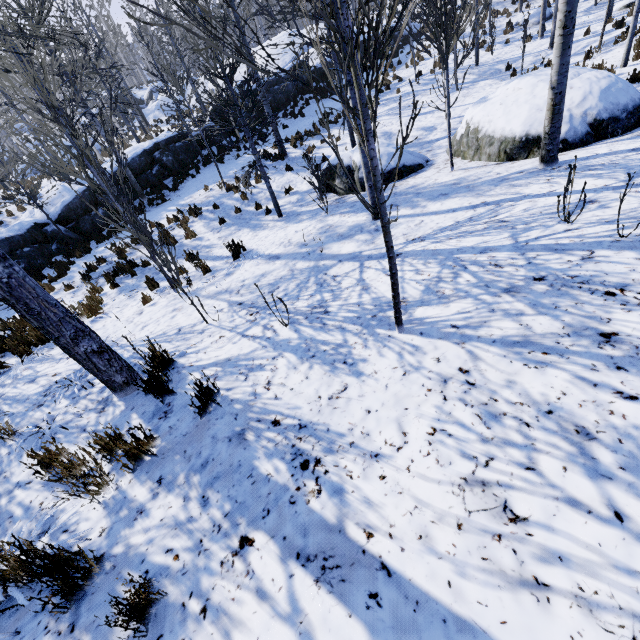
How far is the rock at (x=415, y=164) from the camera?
9.1 meters

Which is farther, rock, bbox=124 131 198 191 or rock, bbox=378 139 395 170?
rock, bbox=124 131 198 191

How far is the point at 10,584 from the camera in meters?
A: 2.1 m

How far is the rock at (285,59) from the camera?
21.41m

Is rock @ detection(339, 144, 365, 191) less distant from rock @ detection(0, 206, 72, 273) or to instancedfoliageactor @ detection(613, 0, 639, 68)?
instancedfoliageactor @ detection(613, 0, 639, 68)

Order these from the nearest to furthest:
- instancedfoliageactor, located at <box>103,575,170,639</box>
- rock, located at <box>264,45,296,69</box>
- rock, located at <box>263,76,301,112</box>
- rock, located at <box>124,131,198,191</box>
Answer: instancedfoliageactor, located at <box>103,575,170,639</box>
rock, located at <box>124,131,198,191</box>
rock, located at <box>263,76,301,112</box>
rock, located at <box>264,45,296,69</box>

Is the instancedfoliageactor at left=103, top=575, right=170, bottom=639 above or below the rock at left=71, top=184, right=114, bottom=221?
below
